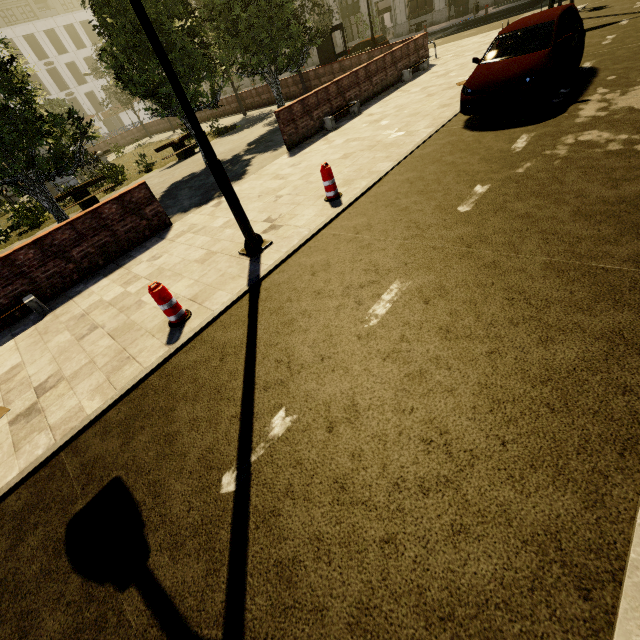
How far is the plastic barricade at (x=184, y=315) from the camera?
4.7 meters

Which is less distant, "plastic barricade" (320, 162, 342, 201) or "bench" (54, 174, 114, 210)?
"plastic barricade" (320, 162, 342, 201)

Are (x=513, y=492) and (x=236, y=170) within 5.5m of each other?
no

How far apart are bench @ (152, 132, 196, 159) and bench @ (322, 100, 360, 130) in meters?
8.8 m

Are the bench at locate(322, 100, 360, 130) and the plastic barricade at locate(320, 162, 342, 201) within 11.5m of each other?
yes

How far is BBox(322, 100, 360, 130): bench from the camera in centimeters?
1146cm

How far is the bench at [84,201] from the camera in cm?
1415

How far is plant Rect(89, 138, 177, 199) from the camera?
16.3m
